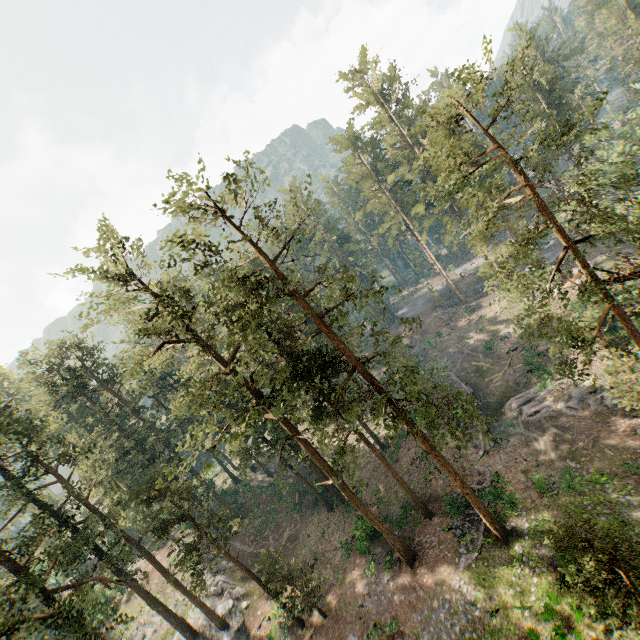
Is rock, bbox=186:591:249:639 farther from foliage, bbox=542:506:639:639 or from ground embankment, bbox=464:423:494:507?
ground embankment, bbox=464:423:494:507

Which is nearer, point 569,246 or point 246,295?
point 246,295

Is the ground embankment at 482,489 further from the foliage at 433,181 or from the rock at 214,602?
the rock at 214,602

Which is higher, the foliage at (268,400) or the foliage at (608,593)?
the foliage at (268,400)

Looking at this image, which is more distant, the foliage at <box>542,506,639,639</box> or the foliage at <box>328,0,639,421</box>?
the foliage at <box>328,0,639,421</box>

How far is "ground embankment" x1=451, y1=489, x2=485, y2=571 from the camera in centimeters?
2209cm
